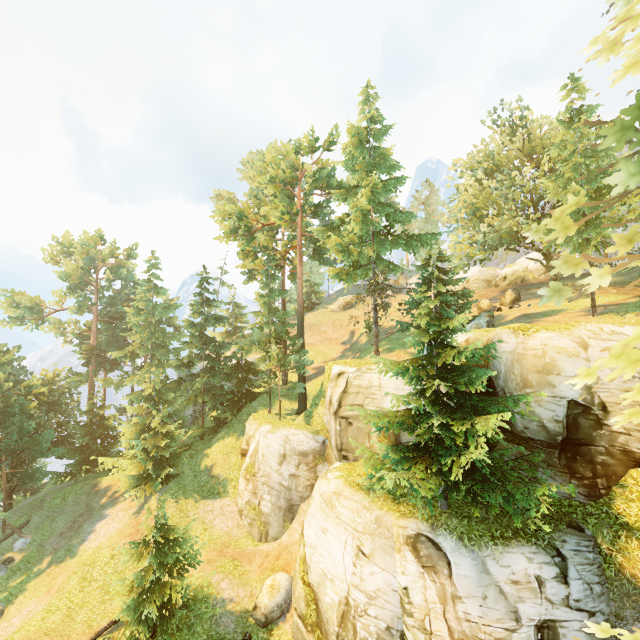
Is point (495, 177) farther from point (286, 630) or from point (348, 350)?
point (286, 630)

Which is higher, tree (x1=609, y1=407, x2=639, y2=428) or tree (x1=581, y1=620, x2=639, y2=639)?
tree (x1=609, y1=407, x2=639, y2=428)

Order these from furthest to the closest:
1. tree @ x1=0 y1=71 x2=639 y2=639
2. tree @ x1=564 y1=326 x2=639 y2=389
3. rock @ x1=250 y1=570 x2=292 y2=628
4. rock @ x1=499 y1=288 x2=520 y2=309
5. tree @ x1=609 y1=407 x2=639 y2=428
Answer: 1. rock @ x1=499 y1=288 x2=520 y2=309
2. rock @ x1=250 y1=570 x2=292 y2=628
3. tree @ x1=0 y1=71 x2=639 y2=639
4. tree @ x1=609 y1=407 x2=639 y2=428
5. tree @ x1=564 y1=326 x2=639 y2=389

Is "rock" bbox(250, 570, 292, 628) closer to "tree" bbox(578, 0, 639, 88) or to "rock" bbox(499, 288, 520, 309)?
"tree" bbox(578, 0, 639, 88)

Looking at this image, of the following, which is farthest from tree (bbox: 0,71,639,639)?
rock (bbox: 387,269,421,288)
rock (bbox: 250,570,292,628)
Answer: rock (bbox: 387,269,421,288)

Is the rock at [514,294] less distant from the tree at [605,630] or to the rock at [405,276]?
the tree at [605,630]

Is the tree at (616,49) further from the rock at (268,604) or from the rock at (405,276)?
the rock at (405,276)
